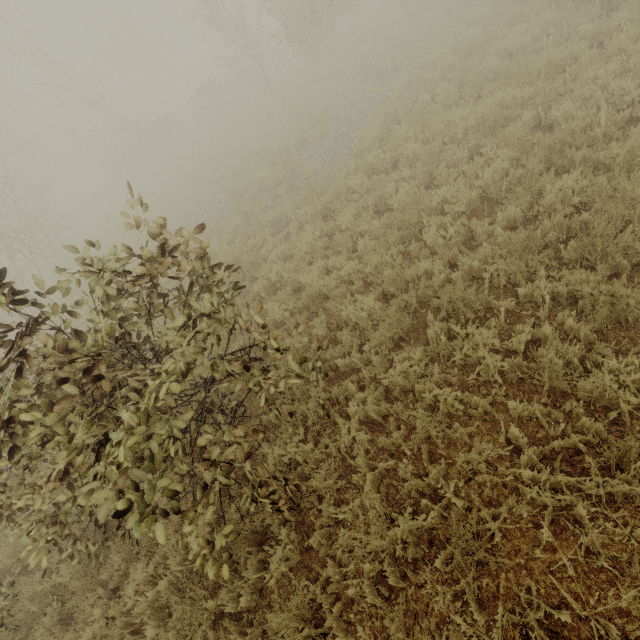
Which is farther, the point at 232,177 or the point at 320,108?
the point at 232,177

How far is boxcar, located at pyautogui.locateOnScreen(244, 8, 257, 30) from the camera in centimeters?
Result: 5222cm

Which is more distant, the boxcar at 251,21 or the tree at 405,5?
the boxcar at 251,21

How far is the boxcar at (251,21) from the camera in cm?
5222

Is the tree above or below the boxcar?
below

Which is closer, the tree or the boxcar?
the tree
